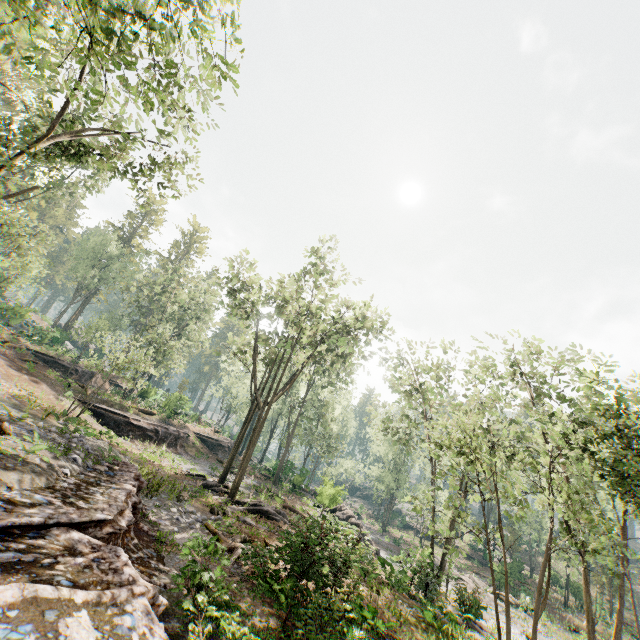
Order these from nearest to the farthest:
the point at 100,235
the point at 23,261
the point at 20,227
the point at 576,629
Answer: the point at 23,261 → the point at 20,227 → the point at 576,629 → the point at 100,235

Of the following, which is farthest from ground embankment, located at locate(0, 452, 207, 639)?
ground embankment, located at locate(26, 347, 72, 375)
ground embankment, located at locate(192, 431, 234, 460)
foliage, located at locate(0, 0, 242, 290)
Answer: ground embankment, located at locate(26, 347, 72, 375)

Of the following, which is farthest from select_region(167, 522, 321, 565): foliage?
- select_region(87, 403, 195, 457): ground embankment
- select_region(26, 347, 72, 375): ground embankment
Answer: select_region(87, 403, 195, 457): ground embankment

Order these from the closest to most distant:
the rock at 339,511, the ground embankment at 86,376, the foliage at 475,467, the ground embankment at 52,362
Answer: the foliage at 475,467 < the rock at 339,511 < the ground embankment at 52,362 < the ground embankment at 86,376

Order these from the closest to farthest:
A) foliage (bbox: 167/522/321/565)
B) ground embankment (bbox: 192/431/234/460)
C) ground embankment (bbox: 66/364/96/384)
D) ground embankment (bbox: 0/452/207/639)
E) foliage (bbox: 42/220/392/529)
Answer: ground embankment (bbox: 0/452/207/639) → foliage (bbox: 167/522/321/565) → foliage (bbox: 42/220/392/529) → ground embankment (bbox: 66/364/96/384) → ground embankment (bbox: 192/431/234/460)

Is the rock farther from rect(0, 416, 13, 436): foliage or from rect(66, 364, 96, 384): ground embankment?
rect(66, 364, 96, 384): ground embankment

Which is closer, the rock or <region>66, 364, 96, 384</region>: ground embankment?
the rock

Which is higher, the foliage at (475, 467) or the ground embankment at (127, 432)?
the foliage at (475, 467)
